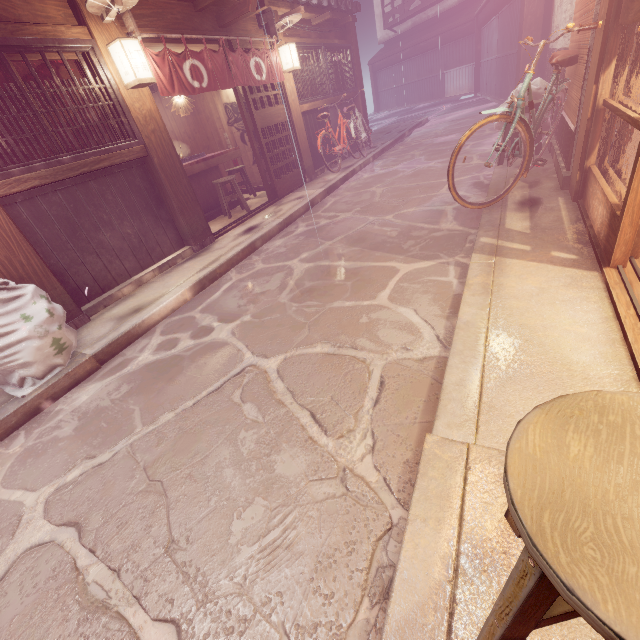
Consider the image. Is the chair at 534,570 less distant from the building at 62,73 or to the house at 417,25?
the building at 62,73

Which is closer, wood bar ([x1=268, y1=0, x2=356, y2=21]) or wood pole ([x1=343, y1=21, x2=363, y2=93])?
wood bar ([x1=268, y1=0, x2=356, y2=21])

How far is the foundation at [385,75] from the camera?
32.99m

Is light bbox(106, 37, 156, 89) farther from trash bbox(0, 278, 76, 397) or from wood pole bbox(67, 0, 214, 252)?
trash bbox(0, 278, 76, 397)

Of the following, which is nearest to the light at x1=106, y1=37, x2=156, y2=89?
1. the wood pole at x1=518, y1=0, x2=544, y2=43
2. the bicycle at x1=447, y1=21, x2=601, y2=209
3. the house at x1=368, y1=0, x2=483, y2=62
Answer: the bicycle at x1=447, y1=21, x2=601, y2=209

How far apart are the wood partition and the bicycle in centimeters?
10cm

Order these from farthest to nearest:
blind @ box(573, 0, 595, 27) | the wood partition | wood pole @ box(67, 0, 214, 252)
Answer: wood pole @ box(67, 0, 214, 252), the wood partition, blind @ box(573, 0, 595, 27)

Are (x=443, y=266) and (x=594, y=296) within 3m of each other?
yes
